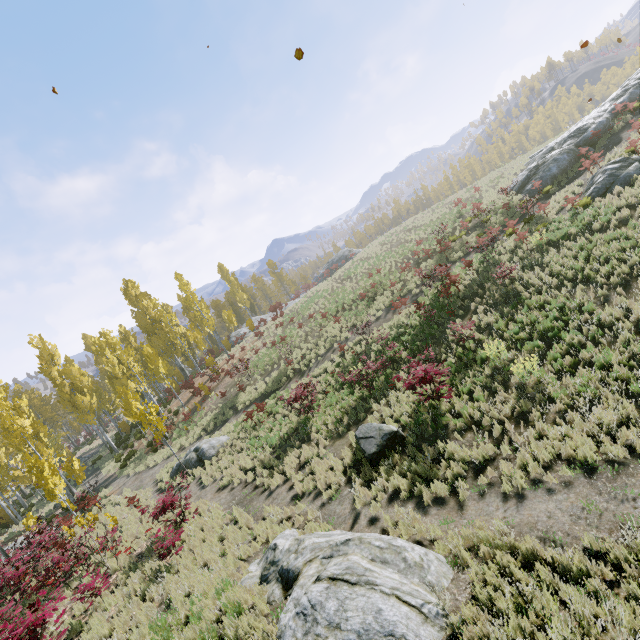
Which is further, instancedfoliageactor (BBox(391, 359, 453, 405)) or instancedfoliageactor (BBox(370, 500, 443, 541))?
instancedfoliageactor (BBox(391, 359, 453, 405))

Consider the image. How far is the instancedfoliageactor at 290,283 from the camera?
57.9 meters

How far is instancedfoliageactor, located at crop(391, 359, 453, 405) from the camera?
10.0 meters

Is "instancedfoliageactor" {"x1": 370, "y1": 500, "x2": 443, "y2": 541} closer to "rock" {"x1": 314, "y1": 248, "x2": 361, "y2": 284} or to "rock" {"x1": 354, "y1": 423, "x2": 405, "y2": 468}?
"rock" {"x1": 314, "y1": 248, "x2": 361, "y2": 284}

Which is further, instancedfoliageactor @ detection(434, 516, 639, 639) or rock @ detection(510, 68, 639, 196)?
rock @ detection(510, 68, 639, 196)

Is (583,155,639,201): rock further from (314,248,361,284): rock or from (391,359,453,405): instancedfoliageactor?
(314,248,361,284): rock

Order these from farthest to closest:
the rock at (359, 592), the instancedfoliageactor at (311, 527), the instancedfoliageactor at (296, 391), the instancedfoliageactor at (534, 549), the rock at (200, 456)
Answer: the rock at (200, 456)
the instancedfoliageactor at (296, 391)
the instancedfoliageactor at (311, 527)
the rock at (359, 592)
the instancedfoliageactor at (534, 549)

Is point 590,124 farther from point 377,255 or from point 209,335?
point 209,335
